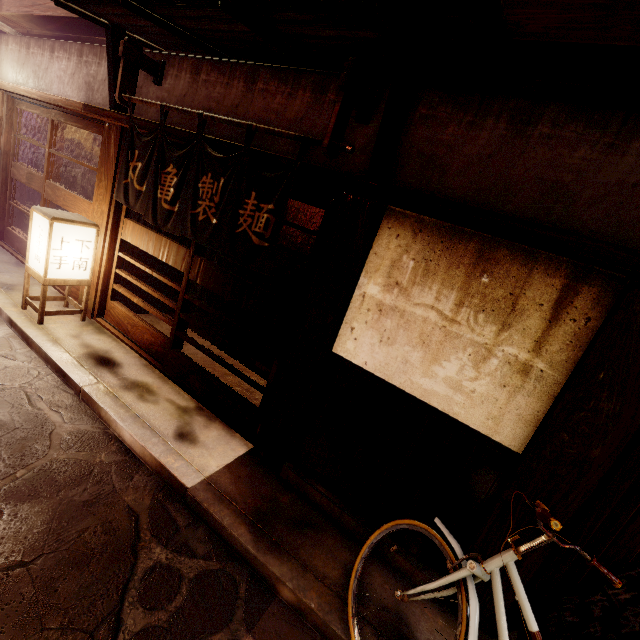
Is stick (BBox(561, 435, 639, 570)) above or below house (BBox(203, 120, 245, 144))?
below

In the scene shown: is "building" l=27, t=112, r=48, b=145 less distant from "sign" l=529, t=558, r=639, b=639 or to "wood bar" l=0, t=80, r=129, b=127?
"wood bar" l=0, t=80, r=129, b=127

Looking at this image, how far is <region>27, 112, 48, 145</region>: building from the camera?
11.8m

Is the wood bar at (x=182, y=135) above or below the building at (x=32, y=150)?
above

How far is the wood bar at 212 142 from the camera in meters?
6.0

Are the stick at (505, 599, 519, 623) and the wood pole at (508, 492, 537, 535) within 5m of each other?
yes

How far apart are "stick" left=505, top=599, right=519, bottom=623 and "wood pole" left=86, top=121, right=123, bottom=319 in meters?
11.0

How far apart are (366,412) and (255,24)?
6.3m
